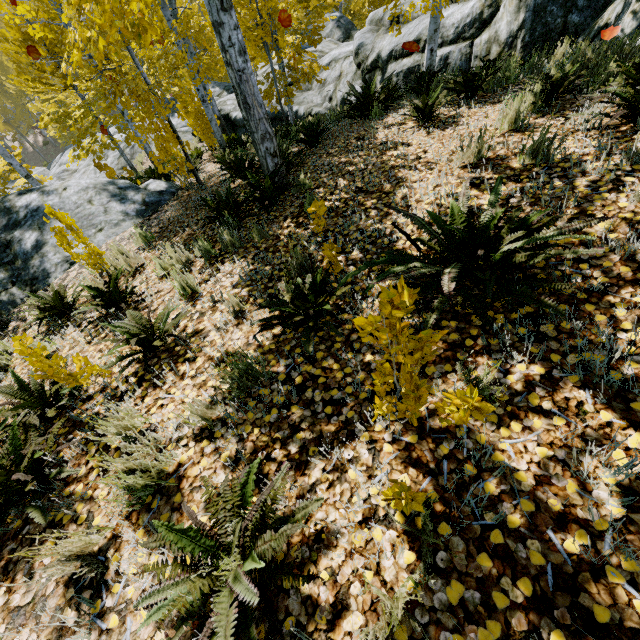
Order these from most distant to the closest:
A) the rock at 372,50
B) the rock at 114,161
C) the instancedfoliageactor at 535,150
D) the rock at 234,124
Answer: the rock at 114,161 → the rock at 234,124 → the rock at 372,50 → the instancedfoliageactor at 535,150

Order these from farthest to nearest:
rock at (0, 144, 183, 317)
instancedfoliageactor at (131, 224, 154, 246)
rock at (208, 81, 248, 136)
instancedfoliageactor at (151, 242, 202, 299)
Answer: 1. rock at (208, 81, 248, 136)
2. rock at (0, 144, 183, 317)
3. instancedfoliageactor at (131, 224, 154, 246)
4. instancedfoliageactor at (151, 242, 202, 299)

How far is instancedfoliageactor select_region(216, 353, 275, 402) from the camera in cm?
209

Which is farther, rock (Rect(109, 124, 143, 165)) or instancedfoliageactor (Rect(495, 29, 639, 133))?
rock (Rect(109, 124, 143, 165))

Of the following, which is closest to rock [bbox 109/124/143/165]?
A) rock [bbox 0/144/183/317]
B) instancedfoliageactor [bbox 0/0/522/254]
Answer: instancedfoliageactor [bbox 0/0/522/254]

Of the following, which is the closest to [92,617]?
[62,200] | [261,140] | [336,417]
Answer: [336,417]

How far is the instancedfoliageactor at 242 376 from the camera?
2.09m

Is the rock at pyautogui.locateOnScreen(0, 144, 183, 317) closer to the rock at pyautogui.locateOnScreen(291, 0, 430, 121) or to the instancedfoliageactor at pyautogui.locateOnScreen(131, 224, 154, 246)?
the instancedfoliageactor at pyautogui.locateOnScreen(131, 224, 154, 246)
